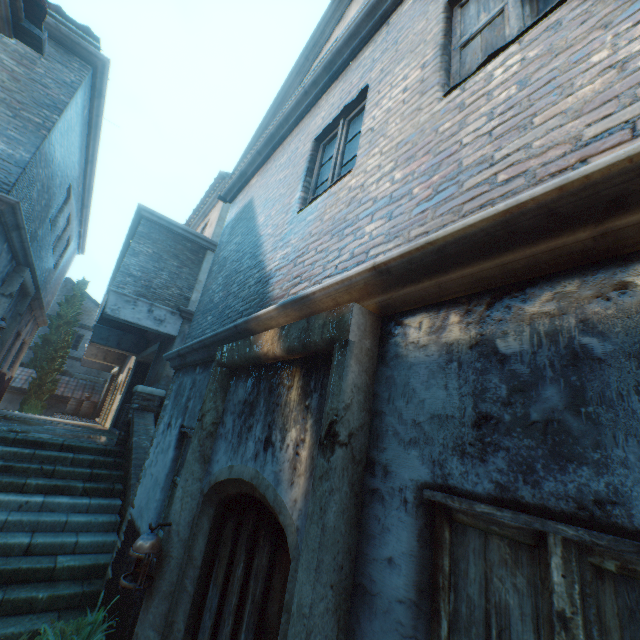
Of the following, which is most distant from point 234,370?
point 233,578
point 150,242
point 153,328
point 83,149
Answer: point 83,149

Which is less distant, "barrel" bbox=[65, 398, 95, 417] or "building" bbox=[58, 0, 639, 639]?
"building" bbox=[58, 0, 639, 639]

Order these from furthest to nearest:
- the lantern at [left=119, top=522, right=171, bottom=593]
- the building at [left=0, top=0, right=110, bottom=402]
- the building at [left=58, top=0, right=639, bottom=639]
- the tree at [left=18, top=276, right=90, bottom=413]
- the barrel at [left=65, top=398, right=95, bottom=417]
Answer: the barrel at [left=65, top=398, right=95, bottom=417] < the tree at [left=18, top=276, right=90, bottom=413] < the building at [left=0, top=0, right=110, bottom=402] < the lantern at [left=119, top=522, right=171, bottom=593] < the building at [left=58, top=0, right=639, bottom=639]

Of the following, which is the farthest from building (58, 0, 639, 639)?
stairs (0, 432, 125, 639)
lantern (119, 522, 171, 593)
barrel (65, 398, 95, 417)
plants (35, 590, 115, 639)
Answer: barrel (65, 398, 95, 417)

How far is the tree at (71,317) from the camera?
18.78m

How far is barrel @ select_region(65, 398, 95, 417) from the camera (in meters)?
19.66

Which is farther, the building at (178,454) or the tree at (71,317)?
the tree at (71,317)

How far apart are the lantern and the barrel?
21.8m
